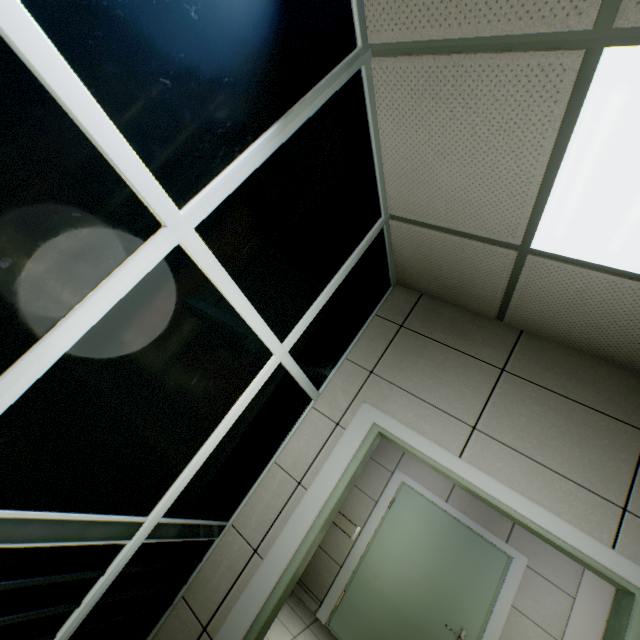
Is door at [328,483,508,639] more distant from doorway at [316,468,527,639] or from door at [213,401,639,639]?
door at [213,401,639,639]

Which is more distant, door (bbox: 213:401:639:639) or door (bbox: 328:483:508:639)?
door (bbox: 328:483:508:639)

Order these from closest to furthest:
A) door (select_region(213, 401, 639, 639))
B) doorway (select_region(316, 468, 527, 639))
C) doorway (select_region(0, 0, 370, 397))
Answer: doorway (select_region(0, 0, 370, 397))
door (select_region(213, 401, 639, 639))
doorway (select_region(316, 468, 527, 639))

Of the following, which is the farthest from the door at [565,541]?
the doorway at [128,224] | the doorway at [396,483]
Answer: the doorway at [396,483]

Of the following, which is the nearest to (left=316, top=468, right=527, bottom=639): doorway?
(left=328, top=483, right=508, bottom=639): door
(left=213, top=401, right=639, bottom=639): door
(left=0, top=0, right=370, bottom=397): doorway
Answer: (left=328, top=483, right=508, bottom=639): door

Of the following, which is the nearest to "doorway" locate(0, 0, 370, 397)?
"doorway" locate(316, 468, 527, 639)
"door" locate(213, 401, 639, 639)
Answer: "door" locate(213, 401, 639, 639)

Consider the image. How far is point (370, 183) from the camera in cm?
203

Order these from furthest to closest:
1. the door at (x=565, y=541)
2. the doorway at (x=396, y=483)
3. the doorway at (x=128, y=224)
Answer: the doorway at (x=396, y=483), the door at (x=565, y=541), the doorway at (x=128, y=224)
